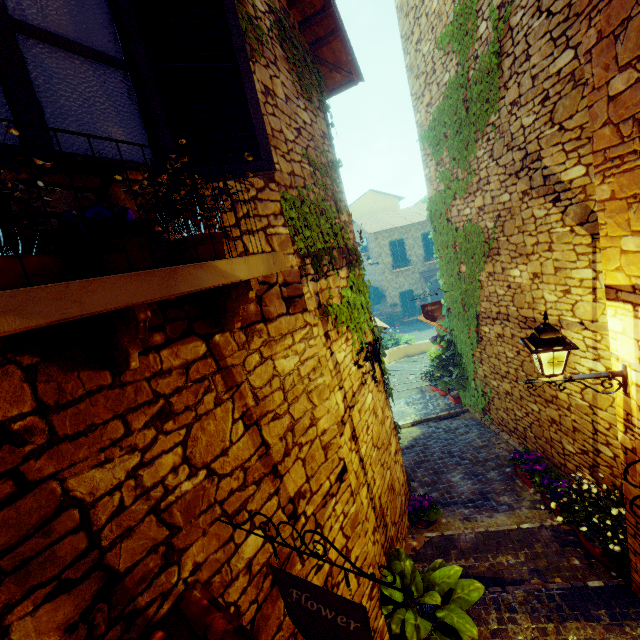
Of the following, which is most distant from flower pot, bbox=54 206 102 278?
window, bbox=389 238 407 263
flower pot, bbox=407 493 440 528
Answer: Result: window, bbox=389 238 407 263

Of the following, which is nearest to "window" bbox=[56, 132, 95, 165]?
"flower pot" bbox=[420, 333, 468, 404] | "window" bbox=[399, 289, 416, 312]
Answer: "flower pot" bbox=[420, 333, 468, 404]

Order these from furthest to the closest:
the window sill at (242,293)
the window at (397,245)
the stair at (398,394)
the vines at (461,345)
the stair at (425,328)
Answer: the window at (397,245) → the stair at (425,328) → the stair at (398,394) → the vines at (461,345) → the window sill at (242,293)

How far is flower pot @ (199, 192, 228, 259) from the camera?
1.49m

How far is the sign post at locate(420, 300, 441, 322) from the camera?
7.8 meters

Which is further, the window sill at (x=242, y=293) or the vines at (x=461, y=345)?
the vines at (x=461, y=345)

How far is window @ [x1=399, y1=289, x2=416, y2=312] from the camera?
23.59m

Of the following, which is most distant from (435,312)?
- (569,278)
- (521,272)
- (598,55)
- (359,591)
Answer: (359,591)
